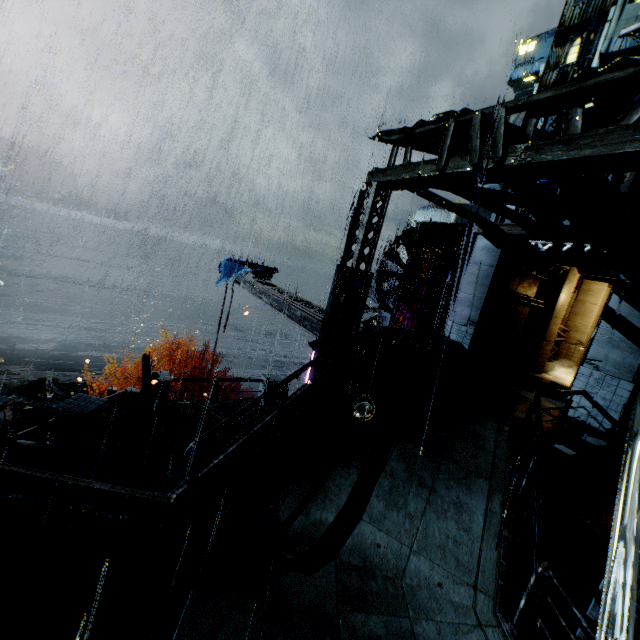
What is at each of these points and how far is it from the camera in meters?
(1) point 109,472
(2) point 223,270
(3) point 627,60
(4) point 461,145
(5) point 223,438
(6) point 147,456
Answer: (1) stairs, 7.6 m
(2) cloth, 20.9 m
(3) sm, 4.8 m
(4) sm, 9.5 m
(5) building, 11.4 m
(6) building, 9.6 m

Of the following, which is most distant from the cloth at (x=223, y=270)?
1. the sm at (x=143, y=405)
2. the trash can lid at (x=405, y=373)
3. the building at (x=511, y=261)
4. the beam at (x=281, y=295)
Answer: the trash can lid at (x=405, y=373)

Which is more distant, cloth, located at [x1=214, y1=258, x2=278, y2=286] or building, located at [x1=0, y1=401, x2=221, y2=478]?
cloth, located at [x1=214, y1=258, x2=278, y2=286]

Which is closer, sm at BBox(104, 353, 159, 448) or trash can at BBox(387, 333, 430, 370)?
sm at BBox(104, 353, 159, 448)

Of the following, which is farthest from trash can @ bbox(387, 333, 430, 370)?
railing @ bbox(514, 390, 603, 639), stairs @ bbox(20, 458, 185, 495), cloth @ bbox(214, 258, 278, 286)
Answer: cloth @ bbox(214, 258, 278, 286)

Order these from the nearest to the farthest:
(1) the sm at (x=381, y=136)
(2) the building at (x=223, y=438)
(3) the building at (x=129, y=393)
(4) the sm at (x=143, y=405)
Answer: (1) the sm at (x=381, y=136), (4) the sm at (x=143, y=405), (2) the building at (x=223, y=438), (3) the building at (x=129, y=393)

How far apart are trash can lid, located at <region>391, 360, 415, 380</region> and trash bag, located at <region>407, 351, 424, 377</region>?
0.0m

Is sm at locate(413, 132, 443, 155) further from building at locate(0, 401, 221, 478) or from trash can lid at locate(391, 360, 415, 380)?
trash can lid at locate(391, 360, 415, 380)
